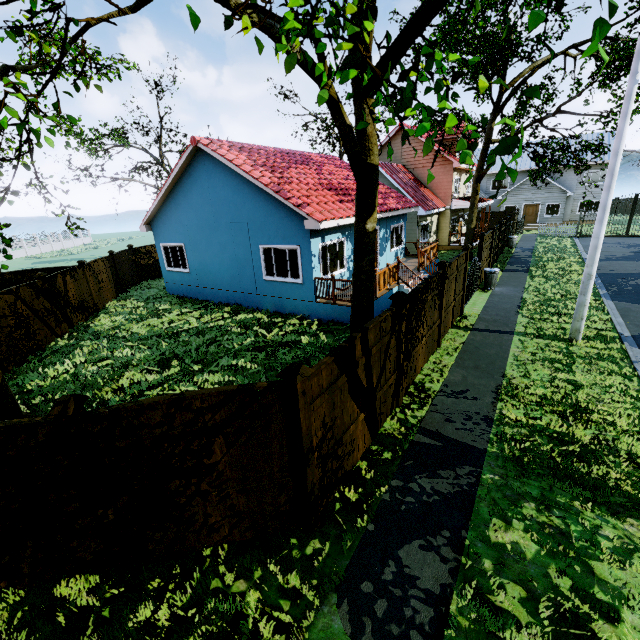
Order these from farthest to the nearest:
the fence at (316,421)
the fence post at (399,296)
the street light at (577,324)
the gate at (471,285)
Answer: the gate at (471,285) → the street light at (577,324) → the fence post at (399,296) → the fence at (316,421)

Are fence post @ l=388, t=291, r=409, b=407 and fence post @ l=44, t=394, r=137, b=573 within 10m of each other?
yes

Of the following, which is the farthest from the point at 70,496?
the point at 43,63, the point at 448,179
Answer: the point at 448,179

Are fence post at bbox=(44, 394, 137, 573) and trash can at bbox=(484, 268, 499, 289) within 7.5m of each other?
no

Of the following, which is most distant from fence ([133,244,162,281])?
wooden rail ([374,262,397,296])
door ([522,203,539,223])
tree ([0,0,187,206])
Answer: door ([522,203,539,223])

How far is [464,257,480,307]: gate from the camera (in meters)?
12.60

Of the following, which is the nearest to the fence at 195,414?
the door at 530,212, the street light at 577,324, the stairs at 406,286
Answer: the stairs at 406,286

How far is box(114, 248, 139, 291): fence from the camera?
18.56m
